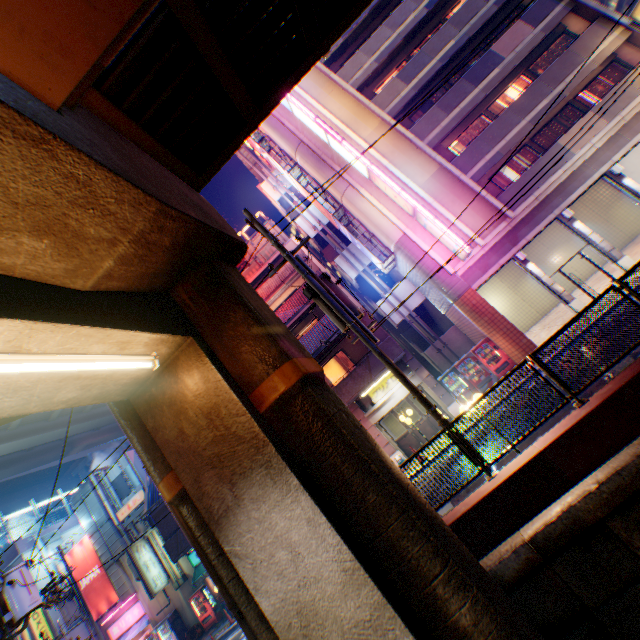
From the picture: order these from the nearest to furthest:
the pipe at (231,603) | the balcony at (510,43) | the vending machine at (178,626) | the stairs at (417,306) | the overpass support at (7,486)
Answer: the pipe at (231,603) < the balcony at (510,43) < the vending machine at (178,626) < the stairs at (417,306) < the overpass support at (7,486)

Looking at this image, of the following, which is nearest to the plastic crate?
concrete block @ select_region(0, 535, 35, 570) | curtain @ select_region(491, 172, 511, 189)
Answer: concrete block @ select_region(0, 535, 35, 570)

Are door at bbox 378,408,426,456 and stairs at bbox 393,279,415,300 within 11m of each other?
yes

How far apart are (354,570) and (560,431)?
4.8m

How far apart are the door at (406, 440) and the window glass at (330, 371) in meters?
2.7 m

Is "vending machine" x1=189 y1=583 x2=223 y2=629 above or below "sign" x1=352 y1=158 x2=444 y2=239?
below

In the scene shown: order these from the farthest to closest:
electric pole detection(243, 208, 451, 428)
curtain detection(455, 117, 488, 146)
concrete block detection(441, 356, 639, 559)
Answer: curtain detection(455, 117, 488, 146) < electric pole detection(243, 208, 451, 428) < concrete block detection(441, 356, 639, 559)

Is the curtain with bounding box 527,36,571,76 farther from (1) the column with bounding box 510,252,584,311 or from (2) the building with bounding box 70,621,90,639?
(2) the building with bounding box 70,621,90,639
